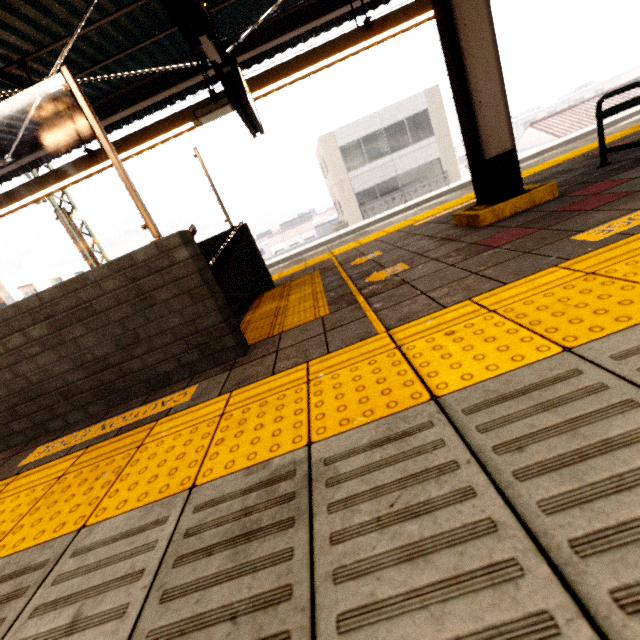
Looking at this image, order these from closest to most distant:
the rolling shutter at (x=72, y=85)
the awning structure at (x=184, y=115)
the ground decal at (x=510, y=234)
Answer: the rolling shutter at (x=72, y=85) → the ground decal at (x=510, y=234) → the awning structure at (x=184, y=115)

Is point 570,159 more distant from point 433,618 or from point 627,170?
point 433,618

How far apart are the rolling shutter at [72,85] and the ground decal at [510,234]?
2.5m

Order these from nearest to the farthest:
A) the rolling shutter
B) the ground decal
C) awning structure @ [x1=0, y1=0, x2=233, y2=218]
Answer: the rolling shutter
the ground decal
awning structure @ [x1=0, y1=0, x2=233, y2=218]

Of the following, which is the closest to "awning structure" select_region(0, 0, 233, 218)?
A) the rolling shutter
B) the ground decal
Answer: the ground decal

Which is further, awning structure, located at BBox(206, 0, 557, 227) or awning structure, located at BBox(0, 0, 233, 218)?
awning structure, located at BBox(0, 0, 233, 218)

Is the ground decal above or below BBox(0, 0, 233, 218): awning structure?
below
